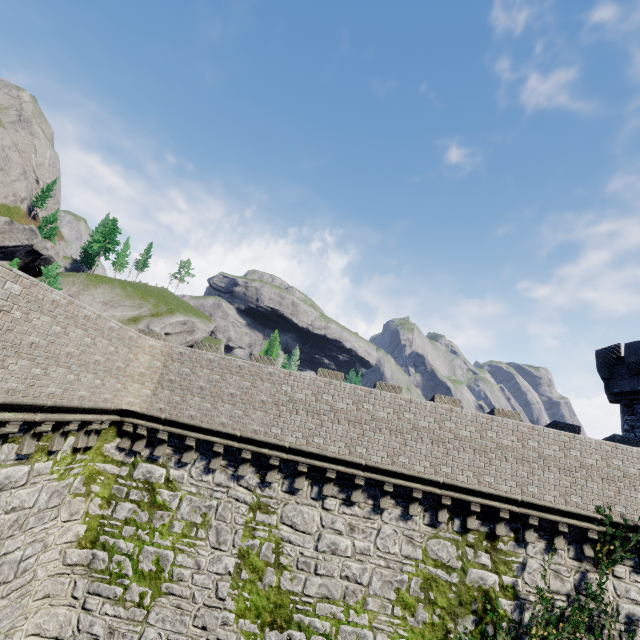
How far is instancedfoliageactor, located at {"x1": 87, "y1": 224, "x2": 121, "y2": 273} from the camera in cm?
5681

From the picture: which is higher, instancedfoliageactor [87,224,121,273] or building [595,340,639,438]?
instancedfoliageactor [87,224,121,273]

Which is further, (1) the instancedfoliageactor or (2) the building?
(1) the instancedfoliageactor

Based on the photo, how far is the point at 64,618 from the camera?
9.80m

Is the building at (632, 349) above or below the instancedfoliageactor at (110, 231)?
below

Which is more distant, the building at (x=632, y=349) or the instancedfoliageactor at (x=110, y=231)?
the instancedfoliageactor at (x=110, y=231)
